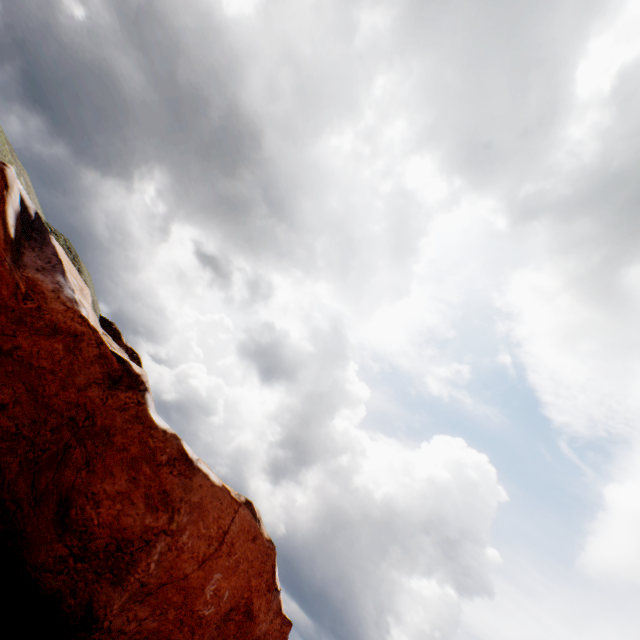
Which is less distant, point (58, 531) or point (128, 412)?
point (58, 531)
